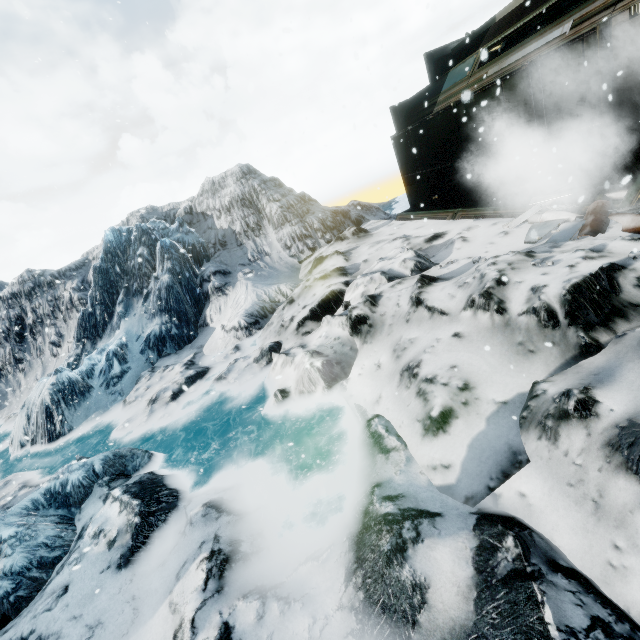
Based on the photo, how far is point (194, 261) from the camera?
14.2 meters
